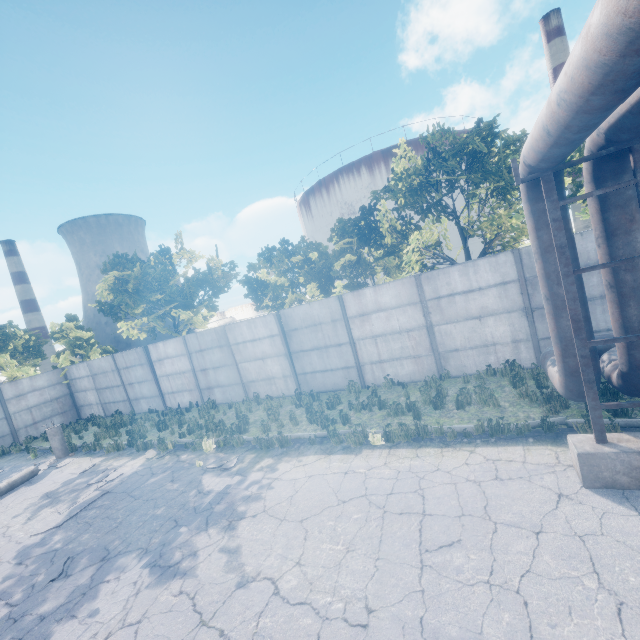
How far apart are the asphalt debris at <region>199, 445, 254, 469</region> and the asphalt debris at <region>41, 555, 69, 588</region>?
3.18m

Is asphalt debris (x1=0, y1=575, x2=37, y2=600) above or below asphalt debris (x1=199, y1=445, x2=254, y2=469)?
below

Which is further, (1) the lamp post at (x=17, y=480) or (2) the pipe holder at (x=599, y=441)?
(1) the lamp post at (x=17, y=480)

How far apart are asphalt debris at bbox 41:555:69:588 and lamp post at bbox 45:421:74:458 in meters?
A: 8.9

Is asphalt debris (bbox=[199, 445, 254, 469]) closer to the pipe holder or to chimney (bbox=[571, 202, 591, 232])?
the pipe holder

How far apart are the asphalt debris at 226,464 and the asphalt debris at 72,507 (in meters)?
2.63

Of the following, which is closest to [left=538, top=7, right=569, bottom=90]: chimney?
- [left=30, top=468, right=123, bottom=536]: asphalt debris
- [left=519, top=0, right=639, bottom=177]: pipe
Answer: [left=519, top=0, right=639, bottom=177]: pipe

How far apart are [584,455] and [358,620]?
4.0 meters
